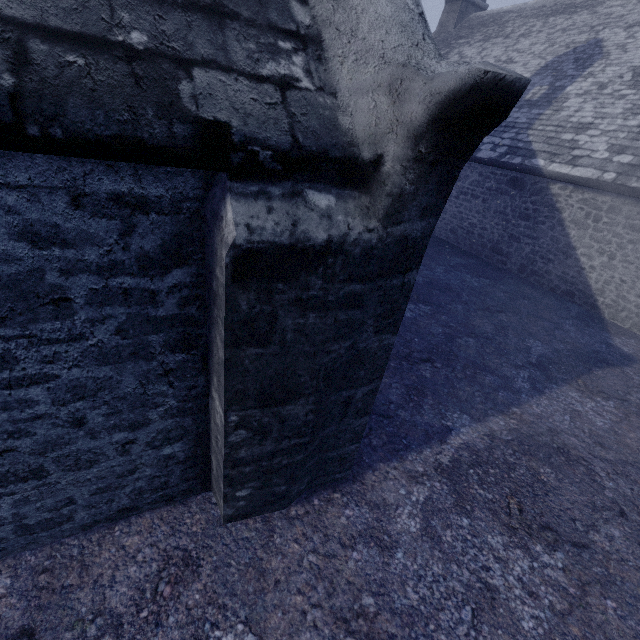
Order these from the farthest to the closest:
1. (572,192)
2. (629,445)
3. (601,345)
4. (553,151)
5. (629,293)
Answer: (553,151)
(572,192)
(629,293)
(601,345)
(629,445)
